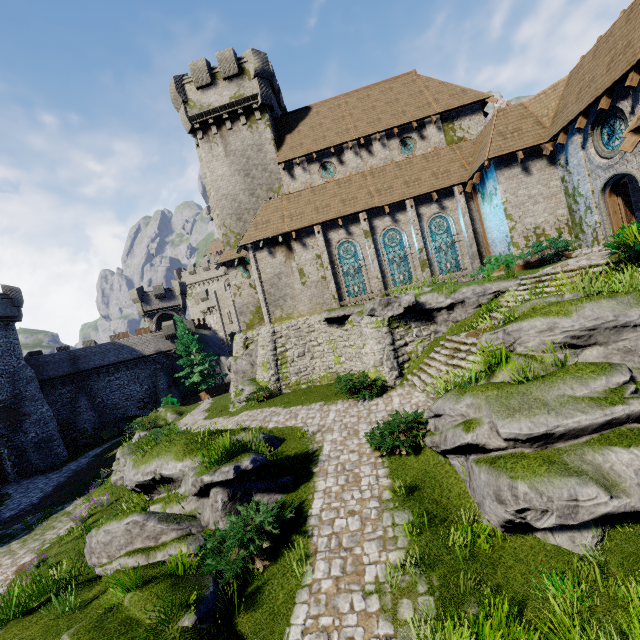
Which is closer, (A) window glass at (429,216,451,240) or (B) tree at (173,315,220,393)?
(A) window glass at (429,216,451,240)

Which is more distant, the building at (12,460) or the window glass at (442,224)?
the building at (12,460)

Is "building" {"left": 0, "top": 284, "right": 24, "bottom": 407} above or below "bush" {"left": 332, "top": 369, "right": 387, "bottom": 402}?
above

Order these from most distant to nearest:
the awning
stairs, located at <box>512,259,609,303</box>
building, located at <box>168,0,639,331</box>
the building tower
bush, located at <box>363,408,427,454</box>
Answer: the building tower, the awning, building, located at <box>168,0,639,331</box>, stairs, located at <box>512,259,609,303</box>, bush, located at <box>363,408,427,454</box>

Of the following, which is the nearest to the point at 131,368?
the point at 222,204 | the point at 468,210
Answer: the point at 222,204

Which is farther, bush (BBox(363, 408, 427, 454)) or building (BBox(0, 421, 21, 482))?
building (BBox(0, 421, 21, 482))

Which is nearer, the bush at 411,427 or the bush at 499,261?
the bush at 411,427

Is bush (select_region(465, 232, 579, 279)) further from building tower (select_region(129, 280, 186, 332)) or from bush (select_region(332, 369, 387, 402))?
building tower (select_region(129, 280, 186, 332))
